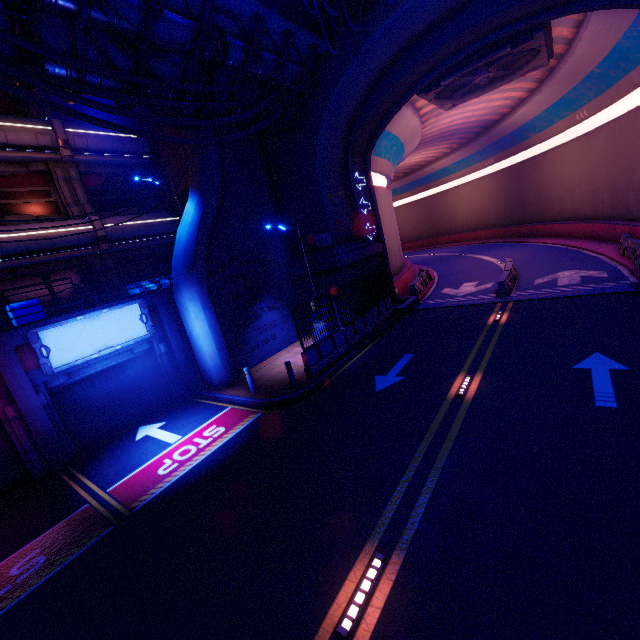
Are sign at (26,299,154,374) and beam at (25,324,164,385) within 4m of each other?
yes

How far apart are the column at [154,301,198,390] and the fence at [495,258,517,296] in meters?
15.5 m

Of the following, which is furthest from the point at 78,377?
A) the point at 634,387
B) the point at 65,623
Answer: the point at 634,387

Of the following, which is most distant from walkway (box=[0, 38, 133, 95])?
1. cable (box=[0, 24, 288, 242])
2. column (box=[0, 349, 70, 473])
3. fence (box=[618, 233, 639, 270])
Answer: fence (box=[618, 233, 639, 270])

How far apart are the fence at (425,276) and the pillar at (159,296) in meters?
14.2

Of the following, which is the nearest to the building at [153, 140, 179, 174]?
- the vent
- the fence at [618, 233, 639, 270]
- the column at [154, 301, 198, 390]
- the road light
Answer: the column at [154, 301, 198, 390]

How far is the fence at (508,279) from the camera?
16.33m

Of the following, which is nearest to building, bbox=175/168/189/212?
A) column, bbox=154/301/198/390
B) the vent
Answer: column, bbox=154/301/198/390
